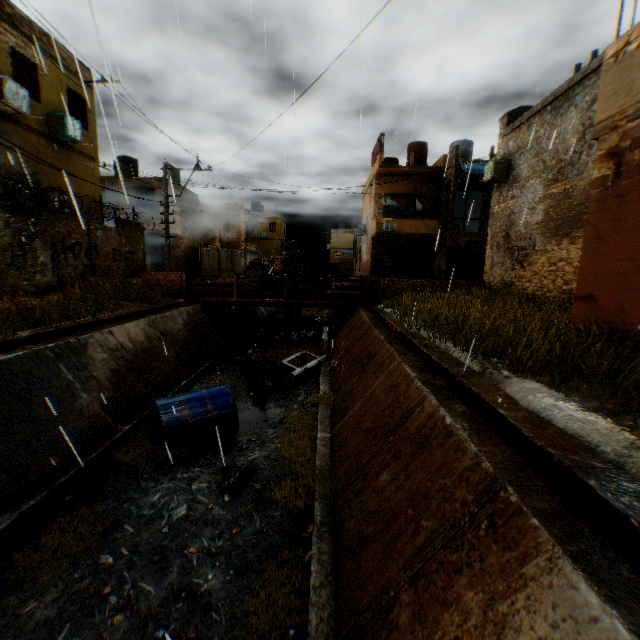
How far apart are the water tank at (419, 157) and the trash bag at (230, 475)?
25.90m

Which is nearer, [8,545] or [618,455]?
[618,455]

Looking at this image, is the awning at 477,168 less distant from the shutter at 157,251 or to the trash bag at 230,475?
the shutter at 157,251

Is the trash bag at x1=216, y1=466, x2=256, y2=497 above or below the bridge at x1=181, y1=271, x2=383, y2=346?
below

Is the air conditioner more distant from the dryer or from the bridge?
the bridge

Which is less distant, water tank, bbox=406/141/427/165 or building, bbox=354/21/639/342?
building, bbox=354/21/639/342

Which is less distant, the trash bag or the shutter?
the trash bag

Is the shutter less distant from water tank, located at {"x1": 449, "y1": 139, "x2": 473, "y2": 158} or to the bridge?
the bridge
